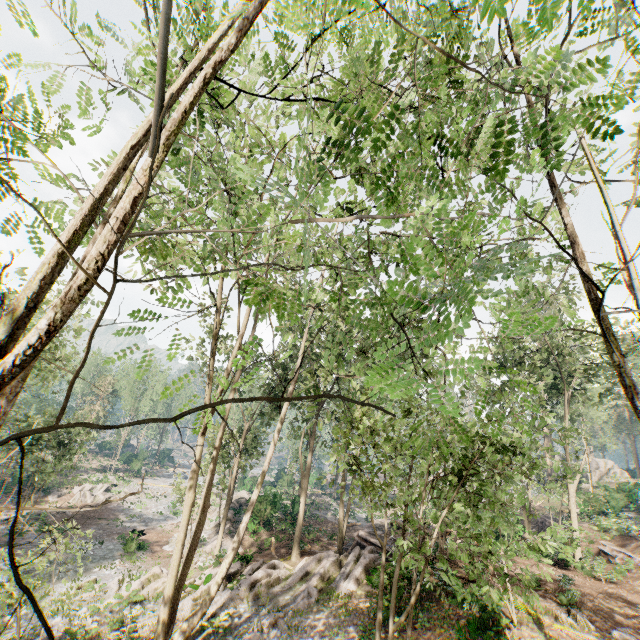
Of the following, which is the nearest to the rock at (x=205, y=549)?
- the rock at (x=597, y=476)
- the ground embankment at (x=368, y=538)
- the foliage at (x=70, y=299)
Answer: the foliage at (x=70, y=299)

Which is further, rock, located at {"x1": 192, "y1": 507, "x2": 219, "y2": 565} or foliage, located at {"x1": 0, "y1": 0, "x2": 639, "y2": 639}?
rock, located at {"x1": 192, "y1": 507, "x2": 219, "y2": 565}

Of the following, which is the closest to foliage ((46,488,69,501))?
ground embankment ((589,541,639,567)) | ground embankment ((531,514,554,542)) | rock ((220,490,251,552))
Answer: rock ((220,490,251,552))

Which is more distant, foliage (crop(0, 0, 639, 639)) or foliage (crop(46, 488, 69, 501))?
foliage (crop(46, 488, 69, 501))

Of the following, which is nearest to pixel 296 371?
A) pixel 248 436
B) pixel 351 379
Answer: pixel 351 379

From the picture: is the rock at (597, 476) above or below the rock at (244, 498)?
above

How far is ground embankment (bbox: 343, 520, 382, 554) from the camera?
21.3m
